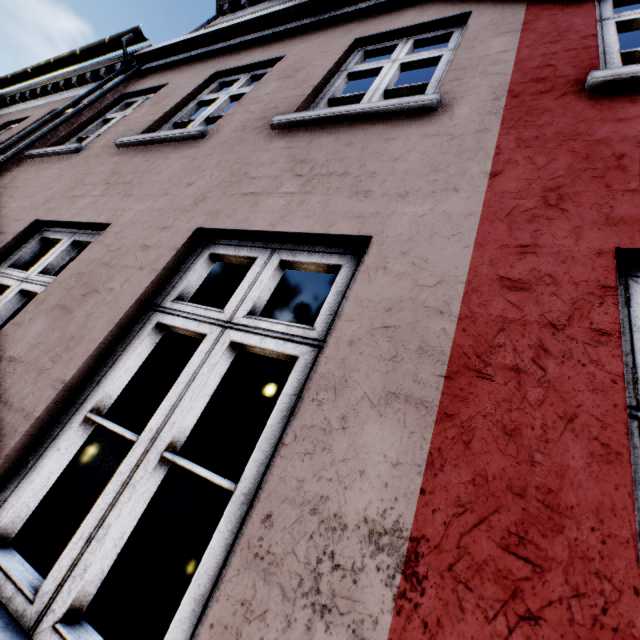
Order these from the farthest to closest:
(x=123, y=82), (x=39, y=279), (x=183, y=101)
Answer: (x=123, y=82), (x=183, y=101), (x=39, y=279)
